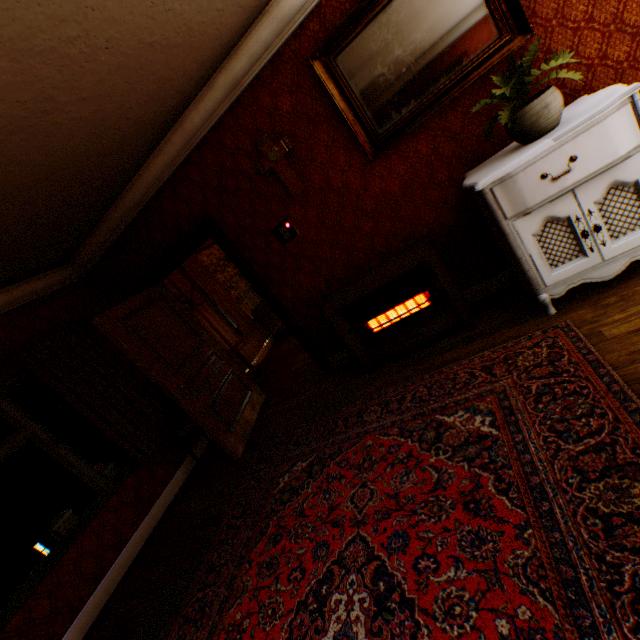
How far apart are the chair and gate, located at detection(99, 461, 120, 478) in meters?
14.7

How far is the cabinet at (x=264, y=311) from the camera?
6.86m

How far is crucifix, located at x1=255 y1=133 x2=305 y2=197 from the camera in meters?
3.1

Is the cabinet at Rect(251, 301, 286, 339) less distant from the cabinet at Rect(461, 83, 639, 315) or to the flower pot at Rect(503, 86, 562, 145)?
the cabinet at Rect(461, 83, 639, 315)

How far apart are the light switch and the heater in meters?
0.7 m

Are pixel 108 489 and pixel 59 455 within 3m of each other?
yes

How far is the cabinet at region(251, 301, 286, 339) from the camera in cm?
686

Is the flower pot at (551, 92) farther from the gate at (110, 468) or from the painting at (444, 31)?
the gate at (110, 468)
